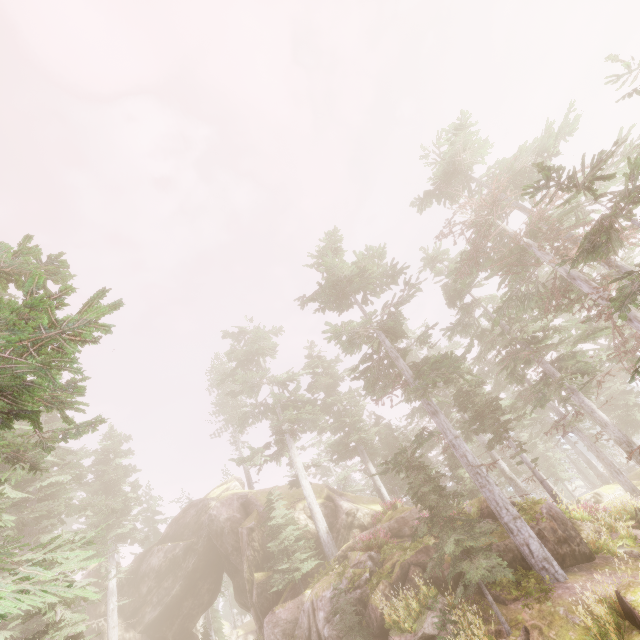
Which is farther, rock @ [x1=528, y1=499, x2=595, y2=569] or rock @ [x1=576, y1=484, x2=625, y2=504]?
rock @ [x1=576, y1=484, x2=625, y2=504]

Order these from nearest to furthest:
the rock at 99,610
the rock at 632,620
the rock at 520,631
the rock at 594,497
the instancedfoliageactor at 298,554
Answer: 1. the rock at 632,620
2. the rock at 520,631
3. the instancedfoliageactor at 298,554
4. the rock at 99,610
5. the rock at 594,497

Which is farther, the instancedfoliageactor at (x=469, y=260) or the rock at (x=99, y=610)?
the rock at (x=99, y=610)

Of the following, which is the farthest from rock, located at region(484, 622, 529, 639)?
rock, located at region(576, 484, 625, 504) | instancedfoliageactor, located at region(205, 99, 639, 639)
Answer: rock, located at region(576, 484, 625, 504)

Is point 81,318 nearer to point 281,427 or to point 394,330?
point 394,330

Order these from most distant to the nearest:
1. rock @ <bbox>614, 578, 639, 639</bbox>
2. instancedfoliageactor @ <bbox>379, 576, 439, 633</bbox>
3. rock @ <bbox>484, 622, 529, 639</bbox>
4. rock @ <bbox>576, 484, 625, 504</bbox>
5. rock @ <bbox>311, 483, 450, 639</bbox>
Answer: rock @ <bbox>576, 484, 625, 504</bbox> → rock @ <bbox>311, 483, 450, 639</bbox> → instancedfoliageactor @ <bbox>379, 576, 439, 633</bbox> → rock @ <bbox>484, 622, 529, 639</bbox> → rock @ <bbox>614, 578, 639, 639</bbox>

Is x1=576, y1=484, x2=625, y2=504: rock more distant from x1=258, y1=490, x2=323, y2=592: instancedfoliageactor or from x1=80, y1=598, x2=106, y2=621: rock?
x1=80, y1=598, x2=106, y2=621: rock

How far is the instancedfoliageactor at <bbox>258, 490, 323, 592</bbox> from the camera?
21.7 meters
